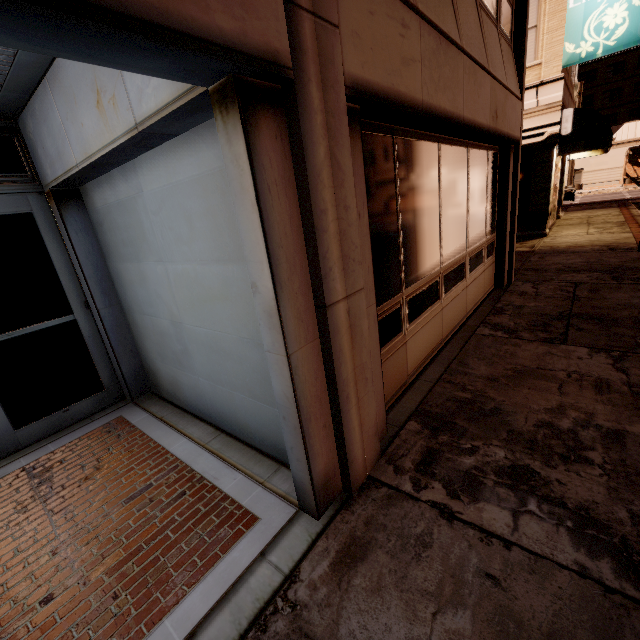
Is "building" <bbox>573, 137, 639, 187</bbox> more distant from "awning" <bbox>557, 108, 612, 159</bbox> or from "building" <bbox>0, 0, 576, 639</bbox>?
"building" <bbox>0, 0, 576, 639</bbox>

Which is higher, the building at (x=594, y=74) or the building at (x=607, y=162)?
the building at (x=594, y=74)

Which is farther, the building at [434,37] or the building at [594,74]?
the building at [594,74]

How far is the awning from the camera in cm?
1088

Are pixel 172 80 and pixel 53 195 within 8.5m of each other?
A: yes

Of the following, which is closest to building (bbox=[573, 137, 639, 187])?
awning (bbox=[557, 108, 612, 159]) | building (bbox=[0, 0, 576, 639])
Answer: awning (bbox=[557, 108, 612, 159])

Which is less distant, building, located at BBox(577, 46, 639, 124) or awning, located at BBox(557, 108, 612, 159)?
awning, located at BBox(557, 108, 612, 159)
